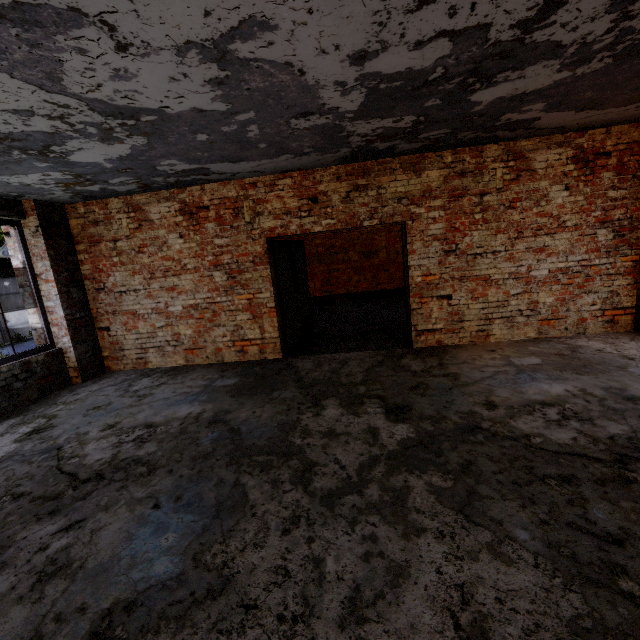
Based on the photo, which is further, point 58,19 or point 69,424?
point 69,424

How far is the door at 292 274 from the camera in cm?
609

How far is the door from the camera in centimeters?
609cm
